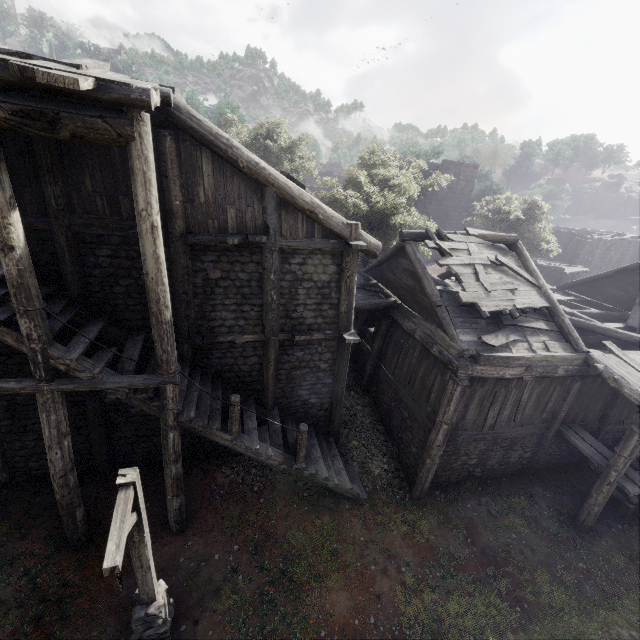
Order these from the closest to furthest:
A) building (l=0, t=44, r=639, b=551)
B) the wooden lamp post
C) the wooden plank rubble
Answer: the wooden lamp post < building (l=0, t=44, r=639, b=551) < the wooden plank rubble

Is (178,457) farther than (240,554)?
No

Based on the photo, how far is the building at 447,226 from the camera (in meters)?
30.89

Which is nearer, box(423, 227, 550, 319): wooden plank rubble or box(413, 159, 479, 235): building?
box(423, 227, 550, 319): wooden plank rubble

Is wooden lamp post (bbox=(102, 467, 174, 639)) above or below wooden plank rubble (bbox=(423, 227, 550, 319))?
below

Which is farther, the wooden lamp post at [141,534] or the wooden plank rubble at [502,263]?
the wooden plank rubble at [502,263]

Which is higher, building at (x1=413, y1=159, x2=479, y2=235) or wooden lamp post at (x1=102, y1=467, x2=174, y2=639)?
building at (x1=413, y1=159, x2=479, y2=235)
